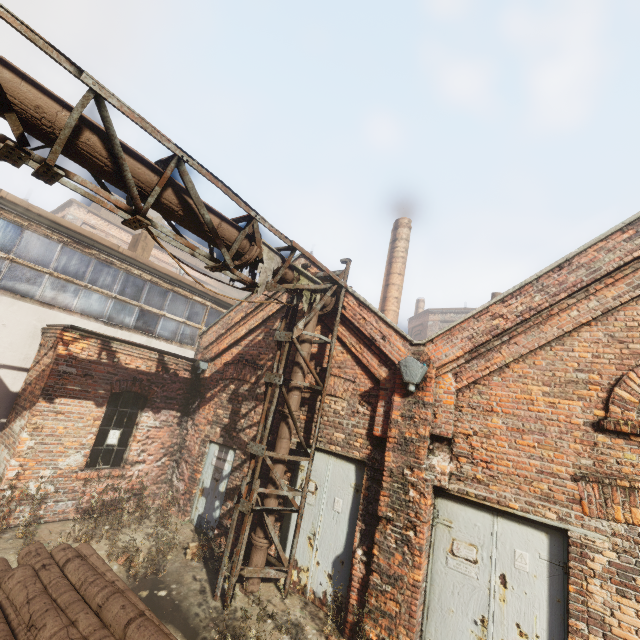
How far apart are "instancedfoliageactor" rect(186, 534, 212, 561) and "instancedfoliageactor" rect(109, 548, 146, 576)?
0.86m

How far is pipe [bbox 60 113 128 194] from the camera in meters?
3.5 m

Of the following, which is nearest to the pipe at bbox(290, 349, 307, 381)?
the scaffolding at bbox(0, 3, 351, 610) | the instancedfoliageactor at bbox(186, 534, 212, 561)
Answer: the scaffolding at bbox(0, 3, 351, 610)

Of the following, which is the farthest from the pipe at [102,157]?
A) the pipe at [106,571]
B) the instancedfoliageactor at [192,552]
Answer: the pipe at [106,571]

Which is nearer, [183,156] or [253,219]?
[183,156]

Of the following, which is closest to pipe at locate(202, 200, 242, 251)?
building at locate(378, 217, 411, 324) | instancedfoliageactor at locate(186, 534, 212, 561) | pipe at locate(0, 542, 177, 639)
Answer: instancedfoliageactor at locate(186, 534, 212, 561)

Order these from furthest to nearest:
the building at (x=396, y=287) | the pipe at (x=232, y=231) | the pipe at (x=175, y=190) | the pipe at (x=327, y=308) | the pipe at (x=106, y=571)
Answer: the building at (x=396, y=287)
the pipe at (x=327, y=308)
the pipe at (x=232, y=231)
the pipe at (x=175, y=190)
the pipe at (x=106, y=571)
